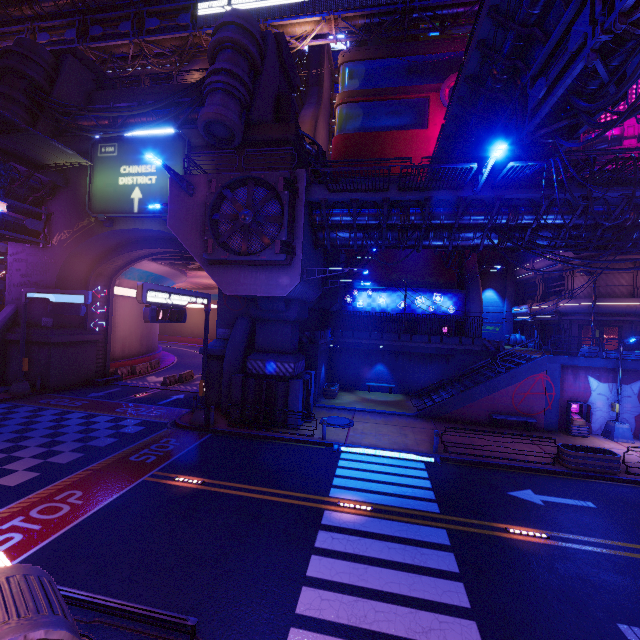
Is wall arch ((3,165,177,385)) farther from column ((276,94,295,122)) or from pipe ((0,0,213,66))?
pipe ((0,0,213,66))

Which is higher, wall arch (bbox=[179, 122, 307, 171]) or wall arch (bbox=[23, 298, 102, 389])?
wall arch (bbox=[179, 122, 307, 171])

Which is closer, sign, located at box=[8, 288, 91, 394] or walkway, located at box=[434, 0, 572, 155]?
walkway, located at box=[434, 0, 572, 155]

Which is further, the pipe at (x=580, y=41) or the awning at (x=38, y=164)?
the awning at (x=38, y=164)

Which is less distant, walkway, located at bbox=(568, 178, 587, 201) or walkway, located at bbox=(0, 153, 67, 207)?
walkway, located at bbox=(568, 178, 587, 201)

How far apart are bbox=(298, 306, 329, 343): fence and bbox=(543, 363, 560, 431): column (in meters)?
14.51

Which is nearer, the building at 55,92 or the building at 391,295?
the building at 55,92

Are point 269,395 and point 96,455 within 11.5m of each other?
yes
